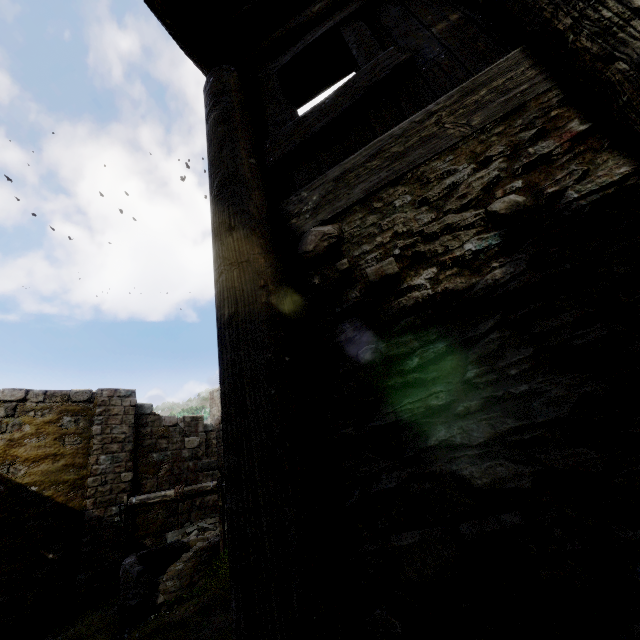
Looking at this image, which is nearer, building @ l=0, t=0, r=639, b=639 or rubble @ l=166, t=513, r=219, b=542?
building @ l=0, t=0, r=639, b=639

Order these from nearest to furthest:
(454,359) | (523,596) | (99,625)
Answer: (523,596), (454,359), (99,625)

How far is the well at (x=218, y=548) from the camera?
6.0 meters

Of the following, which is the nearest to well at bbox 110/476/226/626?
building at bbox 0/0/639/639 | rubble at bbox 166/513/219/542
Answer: rubble at bbox 166/513/219/542

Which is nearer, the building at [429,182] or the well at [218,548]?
the building at [429,182]

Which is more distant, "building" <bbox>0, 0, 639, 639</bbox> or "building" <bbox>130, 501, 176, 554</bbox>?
"building" <bbox>130, 501, 176, 554</bbox>

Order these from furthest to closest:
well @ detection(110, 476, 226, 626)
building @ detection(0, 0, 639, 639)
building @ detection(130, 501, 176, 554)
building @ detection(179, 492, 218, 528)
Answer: building @ detection(179, 492, 218, 528) → building @ detection(130, 501, 176, 554) → well @ detection(110, 476, 226, 626) → building @ detection(0, 0, 639, 639)
